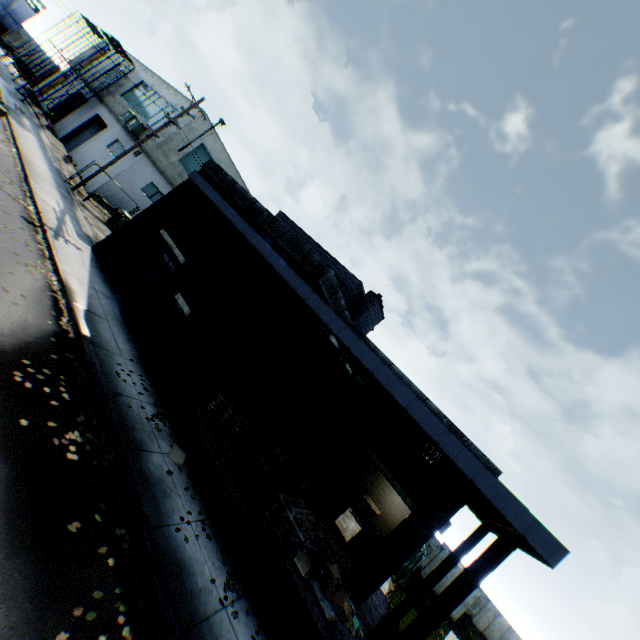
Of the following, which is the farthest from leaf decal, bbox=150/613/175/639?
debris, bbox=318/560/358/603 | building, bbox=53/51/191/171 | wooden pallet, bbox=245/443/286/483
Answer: building, bbox=53/51/191/171

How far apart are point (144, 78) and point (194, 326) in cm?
2953

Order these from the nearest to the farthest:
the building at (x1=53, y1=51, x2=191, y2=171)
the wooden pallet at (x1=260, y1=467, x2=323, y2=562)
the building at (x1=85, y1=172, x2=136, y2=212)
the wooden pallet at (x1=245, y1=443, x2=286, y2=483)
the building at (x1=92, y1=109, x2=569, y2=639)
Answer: the building at (x1=92, y1=109, x2=569, y2=639) → the wooden pallet at (x1=260, y1=467, x2=323, y2=562) → the wooden pallet at (x1=245, y1=443, x2=286, y2=483) → the building at (x1=85, y1=172, x2=136, y2=212) → the building at (x1=53, y1=51, x2=191, y2=171)

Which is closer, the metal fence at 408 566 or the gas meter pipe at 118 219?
the gas meter pipe at 118 219

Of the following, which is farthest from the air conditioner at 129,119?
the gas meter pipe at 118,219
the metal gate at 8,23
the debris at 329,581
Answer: the metal gate at 8,23

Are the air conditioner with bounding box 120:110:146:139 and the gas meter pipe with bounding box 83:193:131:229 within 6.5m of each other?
yes

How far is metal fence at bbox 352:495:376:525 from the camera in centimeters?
2309cm
